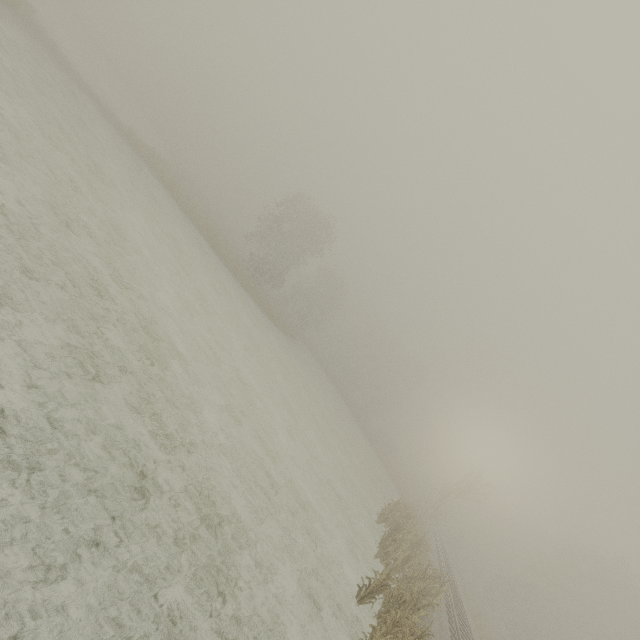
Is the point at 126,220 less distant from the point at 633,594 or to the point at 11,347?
the point at 11,347
